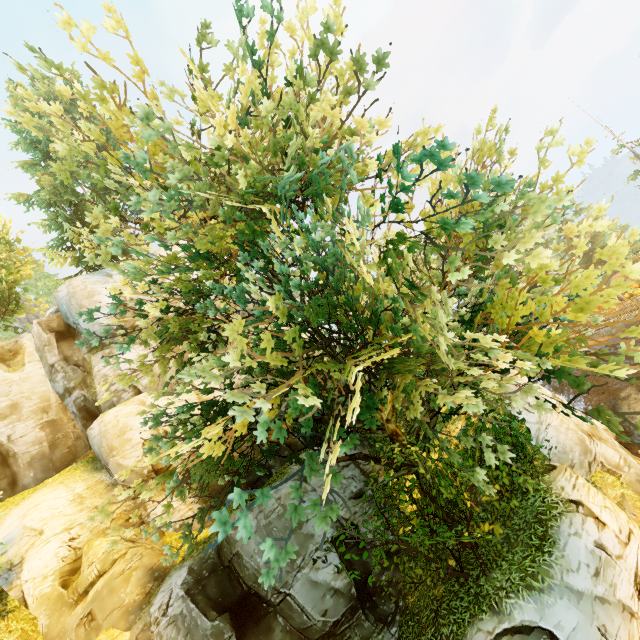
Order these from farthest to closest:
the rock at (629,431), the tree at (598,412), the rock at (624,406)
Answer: the rock at (624,406) → the rock at (629,431) → the tree at (598,412)

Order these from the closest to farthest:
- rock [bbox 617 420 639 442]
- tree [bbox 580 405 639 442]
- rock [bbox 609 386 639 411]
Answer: tree [bbox 580 405 639 442] < rock [bbox 617 420 639 442] < rock [bbox 609 386 639 411]

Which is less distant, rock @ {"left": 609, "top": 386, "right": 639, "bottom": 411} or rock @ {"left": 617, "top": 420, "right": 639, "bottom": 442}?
rock @ {"left": 617, "top": 420, "right": 639, "bottom": 442}

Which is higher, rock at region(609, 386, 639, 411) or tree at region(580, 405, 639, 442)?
tree at region(580, 405, 639, 442)

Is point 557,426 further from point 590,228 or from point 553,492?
point 590,228

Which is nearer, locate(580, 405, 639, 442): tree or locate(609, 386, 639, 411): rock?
locate(580, 405, 639, 442): tree

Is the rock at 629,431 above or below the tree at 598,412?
below
